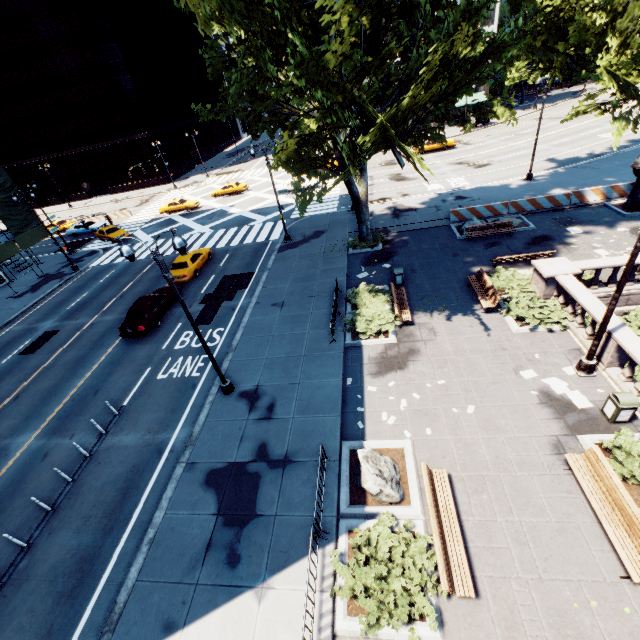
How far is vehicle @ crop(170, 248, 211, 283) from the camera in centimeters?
2362cm

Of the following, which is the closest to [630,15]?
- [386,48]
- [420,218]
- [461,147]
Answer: [386,48]

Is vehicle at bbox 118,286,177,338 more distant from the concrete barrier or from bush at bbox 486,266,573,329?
the concrete barrier

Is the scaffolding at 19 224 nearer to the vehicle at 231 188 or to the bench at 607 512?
the vehicle at 231 188

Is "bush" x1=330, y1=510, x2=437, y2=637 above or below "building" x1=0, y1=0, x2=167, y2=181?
below

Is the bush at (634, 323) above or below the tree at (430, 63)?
below

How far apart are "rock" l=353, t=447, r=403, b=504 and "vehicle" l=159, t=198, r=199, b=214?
40.0 meters

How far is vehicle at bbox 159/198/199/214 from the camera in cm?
4122
